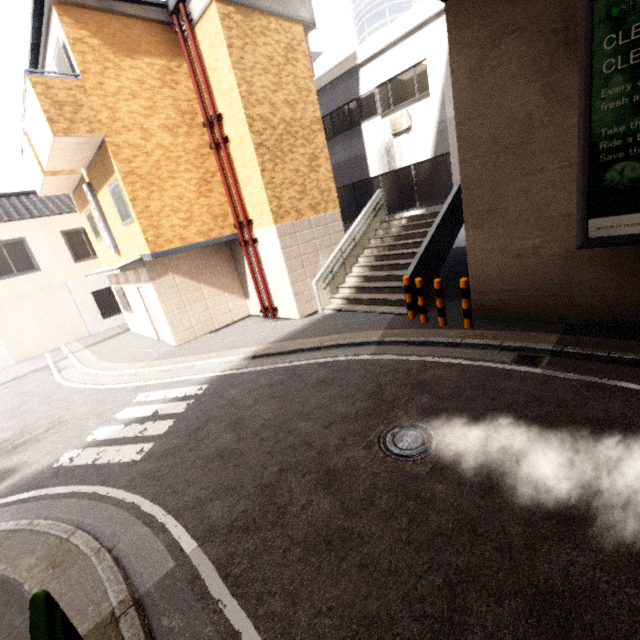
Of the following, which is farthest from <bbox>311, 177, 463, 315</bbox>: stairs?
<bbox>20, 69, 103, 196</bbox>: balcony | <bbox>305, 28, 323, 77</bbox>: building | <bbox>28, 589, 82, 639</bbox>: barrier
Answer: <bbox>305, 28, 323, 77</bbox>: building

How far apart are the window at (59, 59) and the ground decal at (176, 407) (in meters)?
7.79

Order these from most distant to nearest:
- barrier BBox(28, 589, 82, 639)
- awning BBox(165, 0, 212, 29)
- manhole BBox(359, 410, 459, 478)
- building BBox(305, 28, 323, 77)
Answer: building BBox(305, 28, 323, 77)
awning BBox(165, 0, 212, 29)
manhole BBox(359, 410, 459, 478)
barrier BBox(28, 589, 82, 639)

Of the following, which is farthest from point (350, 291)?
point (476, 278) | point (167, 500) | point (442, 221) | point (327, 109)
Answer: point (327, 109)

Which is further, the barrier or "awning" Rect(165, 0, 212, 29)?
"awning" Rect(165, 0, 212, 29)

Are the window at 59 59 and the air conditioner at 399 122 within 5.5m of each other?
no

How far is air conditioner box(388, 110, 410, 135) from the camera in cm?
1155

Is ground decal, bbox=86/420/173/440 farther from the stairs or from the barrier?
the stairs
